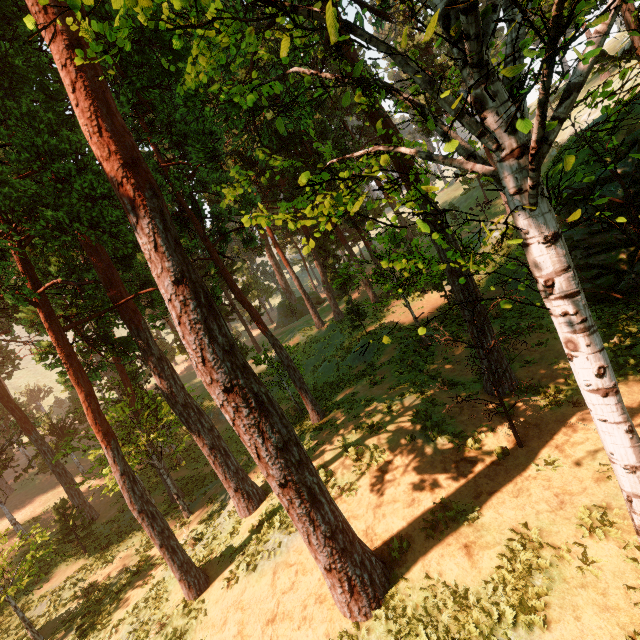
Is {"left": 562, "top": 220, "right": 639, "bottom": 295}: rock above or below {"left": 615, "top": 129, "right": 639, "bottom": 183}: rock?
below

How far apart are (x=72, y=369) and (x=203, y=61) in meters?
10.0

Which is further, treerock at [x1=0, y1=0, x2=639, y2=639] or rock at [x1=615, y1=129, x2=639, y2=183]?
rock at [x1=615, y1=129, x2=639, y2=183]

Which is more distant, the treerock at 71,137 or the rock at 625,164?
the rock at 625,164
